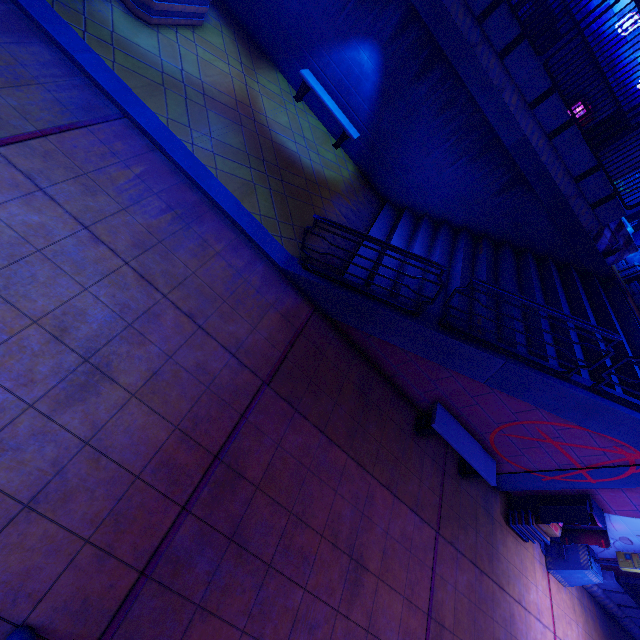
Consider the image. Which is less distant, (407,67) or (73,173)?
(73,173)

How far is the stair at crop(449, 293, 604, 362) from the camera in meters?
7.6

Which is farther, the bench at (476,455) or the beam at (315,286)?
the bench at (476,455)

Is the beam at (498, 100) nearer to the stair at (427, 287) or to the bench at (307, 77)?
the stair at (427, 287)

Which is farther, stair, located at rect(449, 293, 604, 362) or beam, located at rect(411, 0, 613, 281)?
beam, located at rect(411, 0, 613, 281)

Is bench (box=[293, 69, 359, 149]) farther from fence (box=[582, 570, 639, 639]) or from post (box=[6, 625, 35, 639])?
fence (box=[582, 570, 639, 639])

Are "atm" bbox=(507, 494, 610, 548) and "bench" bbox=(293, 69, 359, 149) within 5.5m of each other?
no

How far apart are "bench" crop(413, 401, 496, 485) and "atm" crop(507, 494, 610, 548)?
1.7 meters
